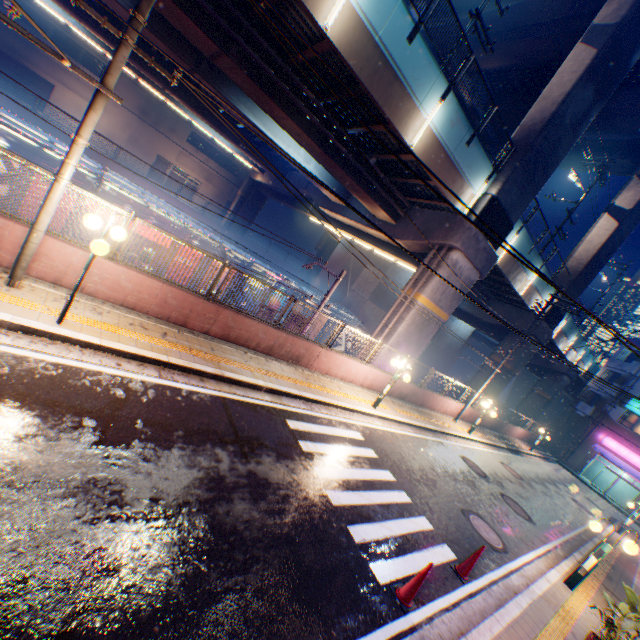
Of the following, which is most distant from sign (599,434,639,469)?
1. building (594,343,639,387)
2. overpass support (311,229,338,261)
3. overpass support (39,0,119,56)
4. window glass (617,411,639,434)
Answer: overpass support (311,229,338,261)

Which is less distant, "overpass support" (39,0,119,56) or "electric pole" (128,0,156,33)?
"electric pole" (128,0,156,33)

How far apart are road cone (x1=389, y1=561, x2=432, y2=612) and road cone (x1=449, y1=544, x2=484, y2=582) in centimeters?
205cm

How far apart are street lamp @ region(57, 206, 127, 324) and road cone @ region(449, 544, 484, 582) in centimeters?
952cm

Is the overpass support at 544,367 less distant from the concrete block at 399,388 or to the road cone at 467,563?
the concrete block at 399,388

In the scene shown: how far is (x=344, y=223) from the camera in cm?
2438

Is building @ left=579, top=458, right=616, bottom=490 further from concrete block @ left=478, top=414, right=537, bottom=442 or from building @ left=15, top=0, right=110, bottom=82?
building @ left=15, top=0, right=110, bottom=82

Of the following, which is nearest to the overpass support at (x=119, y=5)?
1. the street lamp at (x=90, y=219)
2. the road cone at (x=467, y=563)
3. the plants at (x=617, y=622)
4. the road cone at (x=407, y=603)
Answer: the street lamp at (x=90, y=219)
